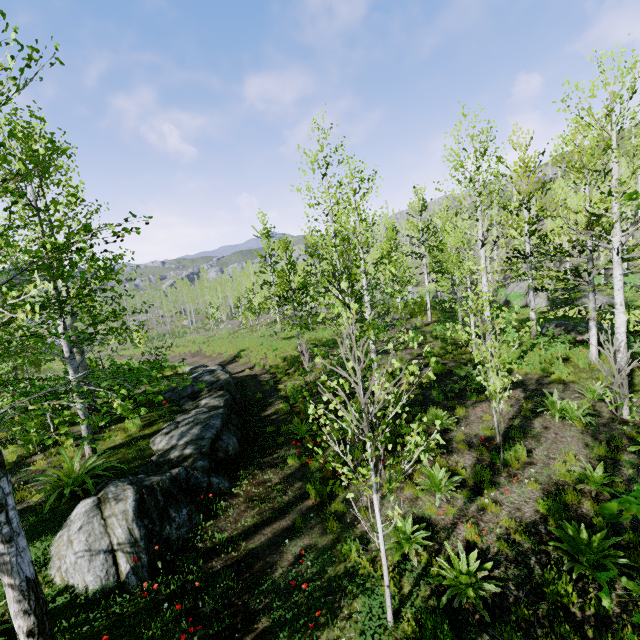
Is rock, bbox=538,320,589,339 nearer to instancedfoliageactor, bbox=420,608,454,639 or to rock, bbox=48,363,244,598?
instancedfoliageactor, bbox=420,608,454,639

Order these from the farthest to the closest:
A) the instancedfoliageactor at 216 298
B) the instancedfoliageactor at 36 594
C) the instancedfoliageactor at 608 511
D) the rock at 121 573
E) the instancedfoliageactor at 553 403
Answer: the instancedfoliageactor at 216 298 → the instancedfoliageactor at 553 403 → the rock at 121 573 → the instancedfoliageactor at 36 594 → the instancedfoliageactor at 608 511

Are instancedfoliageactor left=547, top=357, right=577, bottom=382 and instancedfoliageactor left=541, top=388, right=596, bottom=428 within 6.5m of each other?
yes

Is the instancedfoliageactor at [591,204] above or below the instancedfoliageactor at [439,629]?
above

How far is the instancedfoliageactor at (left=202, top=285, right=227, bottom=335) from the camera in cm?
4533

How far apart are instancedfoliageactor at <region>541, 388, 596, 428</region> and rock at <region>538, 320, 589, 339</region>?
9.3m

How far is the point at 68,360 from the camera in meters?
8.0 m

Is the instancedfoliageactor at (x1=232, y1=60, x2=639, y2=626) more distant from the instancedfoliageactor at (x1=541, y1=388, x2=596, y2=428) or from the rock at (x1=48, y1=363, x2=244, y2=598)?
the instancedfoliageactor at (x1=541, y1=388, x2=596, y2=428)
